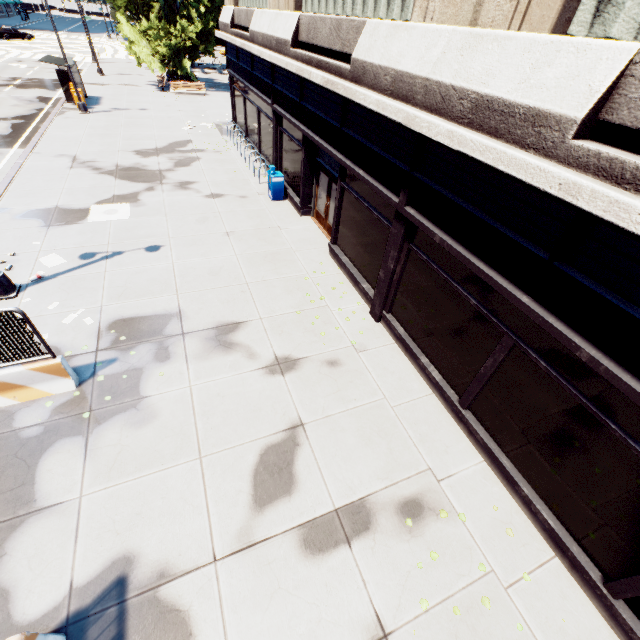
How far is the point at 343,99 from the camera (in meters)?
8.20

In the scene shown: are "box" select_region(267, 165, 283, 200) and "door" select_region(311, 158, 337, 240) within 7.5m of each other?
yes

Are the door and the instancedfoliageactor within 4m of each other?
no

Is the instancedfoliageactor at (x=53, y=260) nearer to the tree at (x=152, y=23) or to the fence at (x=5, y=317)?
the fence at (x=5, y=317)

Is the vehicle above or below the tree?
below

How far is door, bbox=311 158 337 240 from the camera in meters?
11.2

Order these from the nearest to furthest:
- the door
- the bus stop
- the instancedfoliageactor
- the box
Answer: the instancedfoliageactor → the door → the box → the bus stop

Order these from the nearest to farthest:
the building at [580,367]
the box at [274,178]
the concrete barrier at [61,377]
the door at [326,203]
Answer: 1. the building at [580,367]
2. the concrete barrier at [61,377]
3. the door at [326,203]
4. the box at [274,178]
